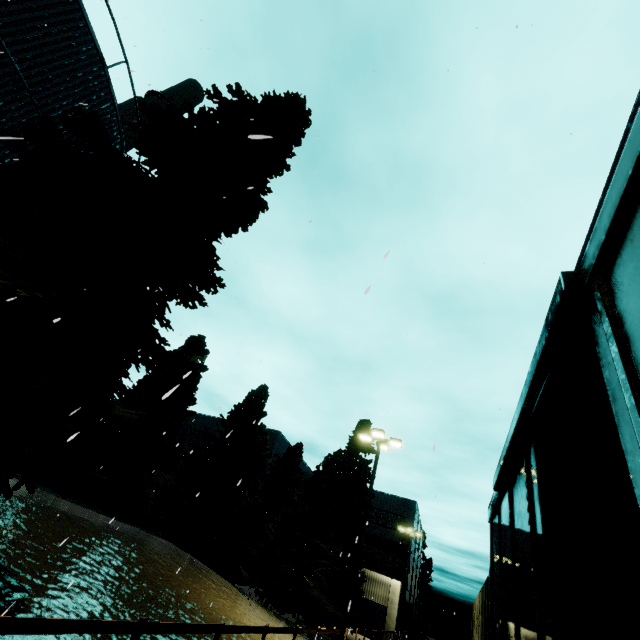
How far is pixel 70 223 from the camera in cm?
764

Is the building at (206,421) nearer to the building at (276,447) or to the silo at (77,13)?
the building at (276,447)

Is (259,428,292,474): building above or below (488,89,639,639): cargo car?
above

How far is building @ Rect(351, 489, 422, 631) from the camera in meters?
32.8 m

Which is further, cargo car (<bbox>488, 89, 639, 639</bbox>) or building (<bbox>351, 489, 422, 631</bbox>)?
building (<bbox>351, 489, 422, 631</bbox>)

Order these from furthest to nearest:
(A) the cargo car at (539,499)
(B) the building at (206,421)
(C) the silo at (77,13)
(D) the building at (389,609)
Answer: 1. (B) the building at (206,421)
2. (D) the building at (389,609)
3. (C) the silo at (77,13)
4. (A) the cargo car at (539,499)

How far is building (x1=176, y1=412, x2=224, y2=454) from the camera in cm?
4330
